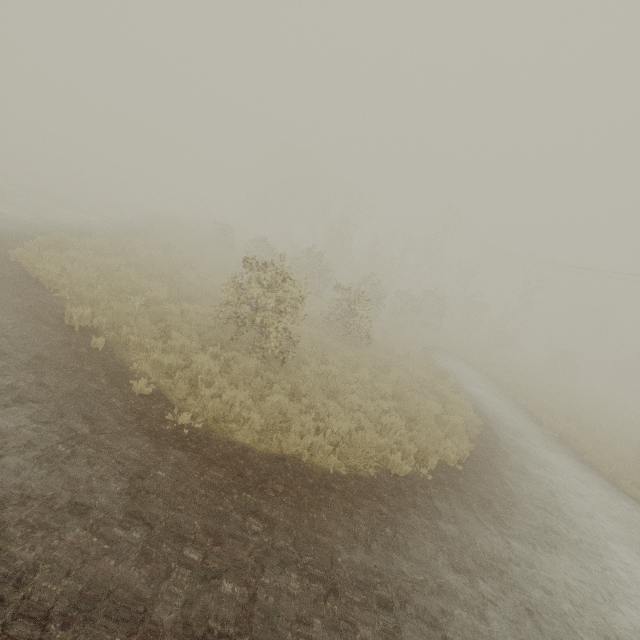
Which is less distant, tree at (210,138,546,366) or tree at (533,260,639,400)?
tree at (210,138,546,366)

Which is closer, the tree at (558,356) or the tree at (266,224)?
the tree at (266,224)

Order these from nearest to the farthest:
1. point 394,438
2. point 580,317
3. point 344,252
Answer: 1. point 394,438
2. point 344,252
3. point 580,317

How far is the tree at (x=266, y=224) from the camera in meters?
8.6

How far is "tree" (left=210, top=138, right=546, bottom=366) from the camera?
8.62m
